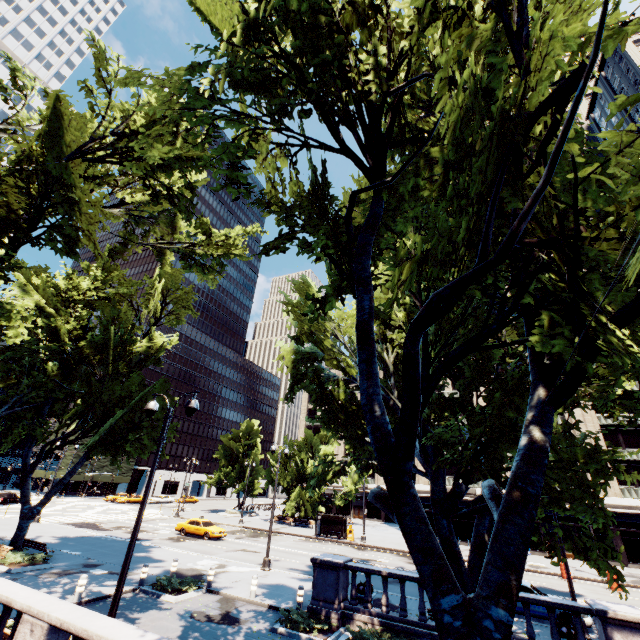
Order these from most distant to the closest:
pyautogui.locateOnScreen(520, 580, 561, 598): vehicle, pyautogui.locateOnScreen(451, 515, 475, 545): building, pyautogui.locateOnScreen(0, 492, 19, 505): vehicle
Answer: pyautogui.locateOnScreen(0, 492, 19, 505): vehicle → pyautogui.locateOnScreen(451, 515, 475, 545): building → pyautogui.locateOnScreen(520, 580, 561, 598): vehicle

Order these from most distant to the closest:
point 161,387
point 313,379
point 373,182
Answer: point 161,387, point 313,379, point 373,182

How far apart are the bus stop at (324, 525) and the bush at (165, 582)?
21.7m

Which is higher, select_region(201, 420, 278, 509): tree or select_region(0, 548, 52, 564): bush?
select_region(201, 420, 278, 509): tree

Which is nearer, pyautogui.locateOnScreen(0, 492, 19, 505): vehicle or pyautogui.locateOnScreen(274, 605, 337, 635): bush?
pyautogui.locateOnScreen(274, 605, 337, 635): bush

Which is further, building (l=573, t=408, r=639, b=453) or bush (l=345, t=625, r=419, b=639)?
building (l=573, t=408, r=639, b=453)

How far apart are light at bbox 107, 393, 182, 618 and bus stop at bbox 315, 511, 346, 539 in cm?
3061

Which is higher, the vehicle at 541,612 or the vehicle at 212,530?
the vehicle at 212,530
